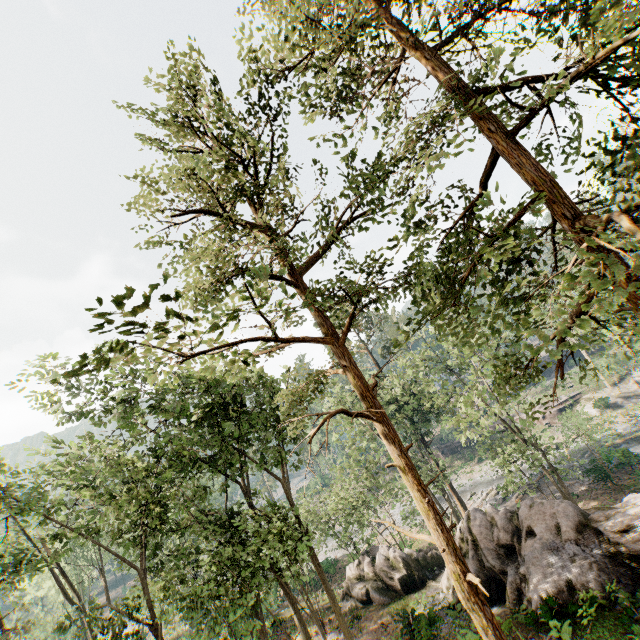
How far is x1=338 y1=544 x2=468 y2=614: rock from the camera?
21.9m

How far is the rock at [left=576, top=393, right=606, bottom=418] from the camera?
43.5 meters

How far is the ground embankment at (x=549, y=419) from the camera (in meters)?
47.38

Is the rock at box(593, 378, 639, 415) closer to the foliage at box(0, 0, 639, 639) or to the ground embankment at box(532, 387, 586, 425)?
the ground embankment at box(532, 387, 586, 425)

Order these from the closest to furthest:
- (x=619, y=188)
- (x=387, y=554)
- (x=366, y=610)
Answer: (x=619, y=188) → (x=366, y=610) → (x=387, y=554)

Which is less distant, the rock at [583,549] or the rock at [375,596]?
the rock at [583,549]

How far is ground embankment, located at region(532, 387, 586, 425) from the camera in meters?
47.4 m

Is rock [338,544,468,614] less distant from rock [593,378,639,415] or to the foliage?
the foliage
